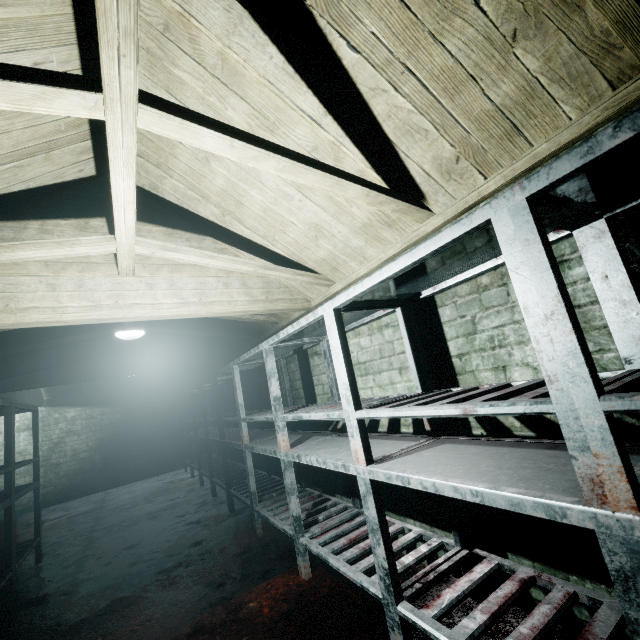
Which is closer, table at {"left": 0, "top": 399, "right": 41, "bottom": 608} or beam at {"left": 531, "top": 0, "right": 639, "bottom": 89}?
beam at {"left": 531, "top": 0, "right": 639, "bottom": 89}

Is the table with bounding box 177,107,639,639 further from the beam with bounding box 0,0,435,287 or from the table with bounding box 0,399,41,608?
the table with bounding box 0,399,41,608

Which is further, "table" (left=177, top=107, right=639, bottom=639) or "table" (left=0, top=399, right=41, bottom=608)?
"table" (left=0, top=399, right=41, bottom=608)

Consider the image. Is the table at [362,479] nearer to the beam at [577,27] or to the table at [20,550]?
the beam at [577,27]

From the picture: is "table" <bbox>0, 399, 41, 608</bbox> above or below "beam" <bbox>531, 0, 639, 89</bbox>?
below

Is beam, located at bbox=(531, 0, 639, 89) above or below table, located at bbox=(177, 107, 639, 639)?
above

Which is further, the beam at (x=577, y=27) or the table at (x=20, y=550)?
the table at (x=20, y=550)

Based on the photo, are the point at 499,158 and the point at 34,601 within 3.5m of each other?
no
